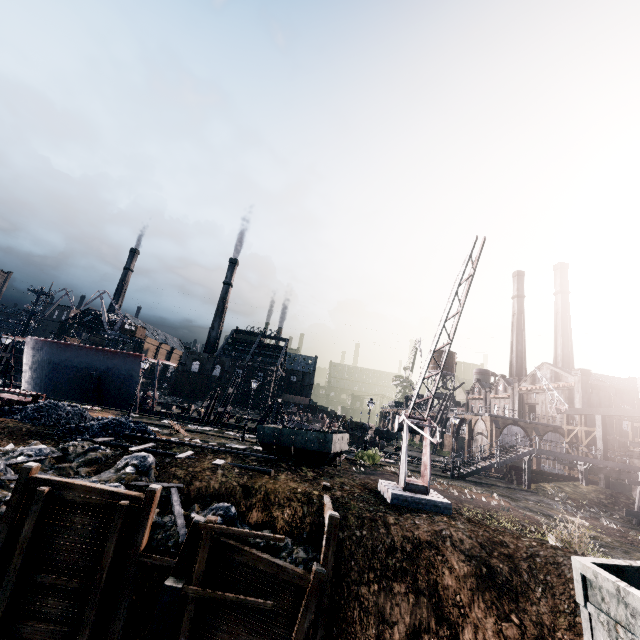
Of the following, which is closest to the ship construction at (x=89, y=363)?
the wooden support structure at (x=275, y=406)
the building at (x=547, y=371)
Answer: the wooden support structure at (x=275, y=406)

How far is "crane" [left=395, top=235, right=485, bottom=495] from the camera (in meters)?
14.48

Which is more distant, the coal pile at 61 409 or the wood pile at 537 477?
the wood pile at 537 477

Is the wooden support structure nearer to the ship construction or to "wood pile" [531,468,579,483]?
the ship construction

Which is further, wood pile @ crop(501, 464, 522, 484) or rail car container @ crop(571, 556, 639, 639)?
wood pile @ crop(501, 464, 522, 484)

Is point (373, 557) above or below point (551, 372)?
below

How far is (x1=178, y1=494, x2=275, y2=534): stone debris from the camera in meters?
13.1

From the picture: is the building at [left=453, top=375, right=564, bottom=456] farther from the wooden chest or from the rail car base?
the rail car base
